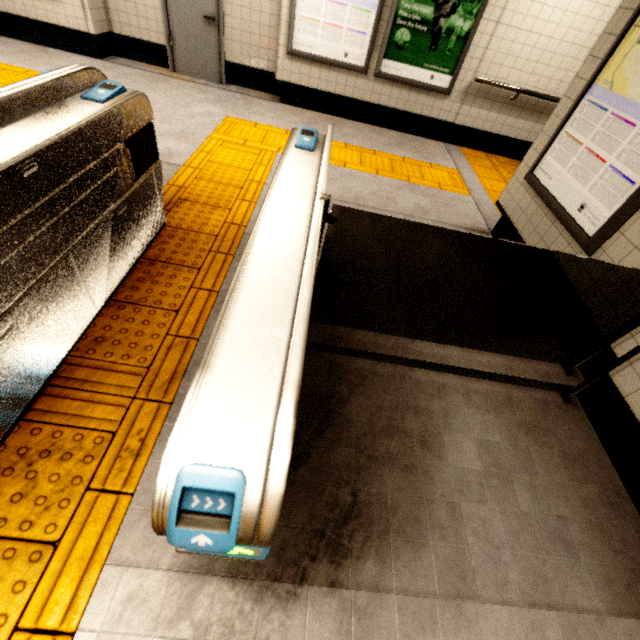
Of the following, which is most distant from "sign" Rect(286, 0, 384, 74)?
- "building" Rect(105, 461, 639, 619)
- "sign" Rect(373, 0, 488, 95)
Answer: "building" Rect(105, 461, 639, 619)

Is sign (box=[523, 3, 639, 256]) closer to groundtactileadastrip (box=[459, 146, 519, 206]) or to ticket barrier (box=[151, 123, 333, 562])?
groundtactileadastrip (box=[459, 146, 519, 206])

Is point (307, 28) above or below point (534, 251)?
above

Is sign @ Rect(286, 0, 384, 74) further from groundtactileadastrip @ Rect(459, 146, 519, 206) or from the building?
the building

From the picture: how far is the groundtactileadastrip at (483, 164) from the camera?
4.8m

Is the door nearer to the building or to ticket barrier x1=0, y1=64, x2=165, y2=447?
ticket barrier x1=0, y1=64, x2=165, y2=447

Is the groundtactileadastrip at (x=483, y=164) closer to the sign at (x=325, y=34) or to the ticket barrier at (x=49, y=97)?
the sign at (x=325, y=34)

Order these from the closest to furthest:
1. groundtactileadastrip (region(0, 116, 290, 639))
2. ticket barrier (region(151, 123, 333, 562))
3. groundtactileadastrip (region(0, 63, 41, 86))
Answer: ticket barrier (region(151, 123, 333, 562))
groundtactileadastrip (region(0, 116, 290, 639))
groundtactileadastrip (region(0, 63, 41, 86))
